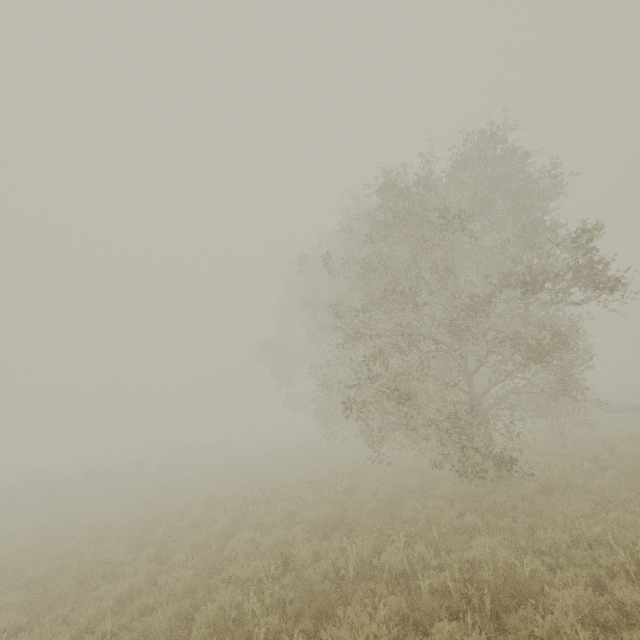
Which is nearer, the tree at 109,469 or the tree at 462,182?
the tree at 462,182

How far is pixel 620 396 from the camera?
28.6 meters

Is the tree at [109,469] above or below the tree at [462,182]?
below

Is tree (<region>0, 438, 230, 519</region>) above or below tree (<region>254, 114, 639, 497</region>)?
below

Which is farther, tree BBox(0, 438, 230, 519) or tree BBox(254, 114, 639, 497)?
tree BBox(0, 438, 230, 519)
